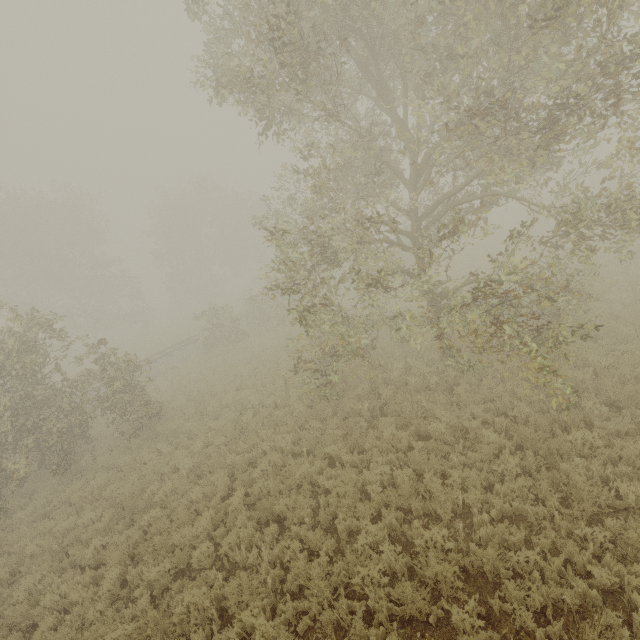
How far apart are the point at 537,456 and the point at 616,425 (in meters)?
2.00
